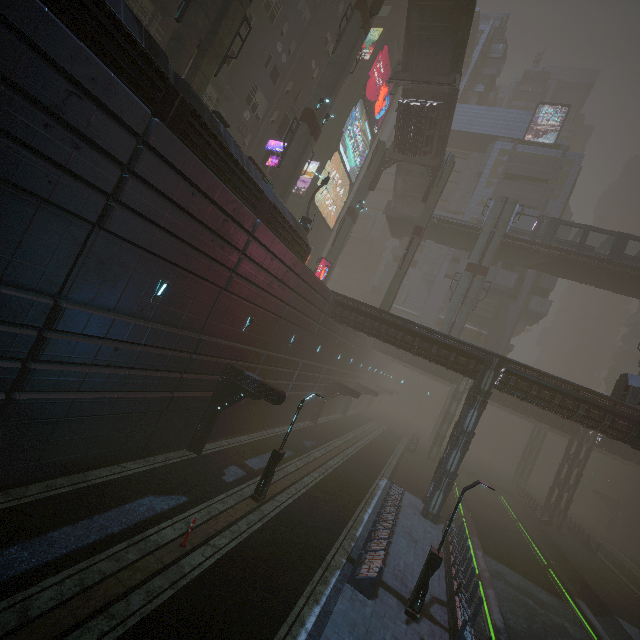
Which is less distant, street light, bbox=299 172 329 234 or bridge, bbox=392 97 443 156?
street light, bbox=299 172 329 234

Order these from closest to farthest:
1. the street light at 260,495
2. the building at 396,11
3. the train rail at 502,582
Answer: the street light at 260,495, the train rail at 502,582, the building at 396,11

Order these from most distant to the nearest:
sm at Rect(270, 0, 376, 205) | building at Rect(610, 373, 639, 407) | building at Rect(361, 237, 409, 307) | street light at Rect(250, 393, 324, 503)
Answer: Result: building at Rect(361, 237, 409, 307) < sm at Rect(270, 0, 376, 205) < building at Rect(610, 373, 639, 407) < street light at Rect(250, 393, 324, 503)

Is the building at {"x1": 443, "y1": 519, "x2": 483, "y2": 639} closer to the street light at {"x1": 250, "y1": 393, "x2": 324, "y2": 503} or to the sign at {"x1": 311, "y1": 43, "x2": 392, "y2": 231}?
the sign at {"x1": 311, "y1": 43, "x2": 392, "y2": 231}

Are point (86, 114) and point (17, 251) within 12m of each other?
Result: yes

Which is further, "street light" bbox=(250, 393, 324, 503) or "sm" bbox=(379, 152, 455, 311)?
"sm" bbox=(379, 152, 455, 311)

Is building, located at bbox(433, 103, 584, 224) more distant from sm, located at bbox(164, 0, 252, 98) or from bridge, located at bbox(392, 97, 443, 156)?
bridge, located at bbox(392, 97, 443, 156)

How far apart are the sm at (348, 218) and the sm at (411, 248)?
6.5m
